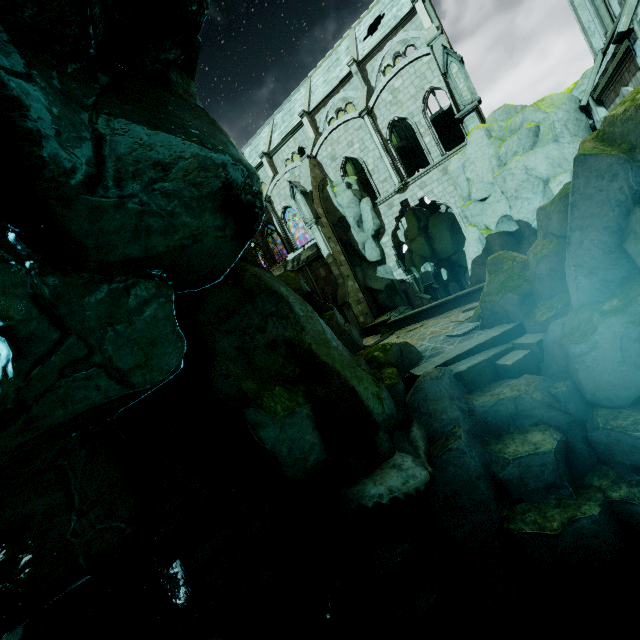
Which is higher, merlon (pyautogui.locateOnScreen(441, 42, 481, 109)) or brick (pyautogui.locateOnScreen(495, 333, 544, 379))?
merlon (pyautogui.locateOnScreen(441, 42, 481, 109))

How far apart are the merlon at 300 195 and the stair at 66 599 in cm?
2470

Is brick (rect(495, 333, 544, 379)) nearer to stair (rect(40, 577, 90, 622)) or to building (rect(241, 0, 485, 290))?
building (rect(241, 0, 485, 290))

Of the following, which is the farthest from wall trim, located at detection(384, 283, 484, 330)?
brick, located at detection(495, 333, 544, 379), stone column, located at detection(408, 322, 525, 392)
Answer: brick, located at detection(495, 333, 544, 379)

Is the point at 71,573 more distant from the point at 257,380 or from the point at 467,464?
the point at 467,464

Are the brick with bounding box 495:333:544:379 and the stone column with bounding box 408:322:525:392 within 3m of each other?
yes

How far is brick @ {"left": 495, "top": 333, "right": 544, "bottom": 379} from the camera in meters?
8.7 m

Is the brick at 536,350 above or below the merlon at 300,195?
below
